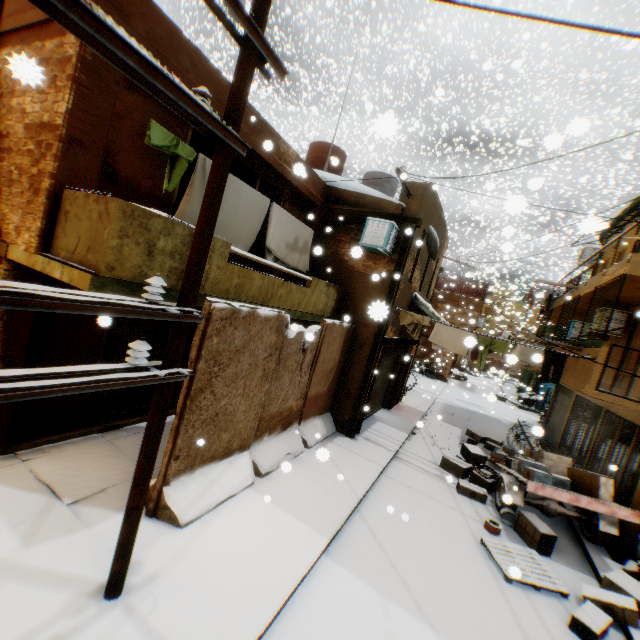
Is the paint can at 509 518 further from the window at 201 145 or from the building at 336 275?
the window at 201 145

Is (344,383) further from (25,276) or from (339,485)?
(25,276)

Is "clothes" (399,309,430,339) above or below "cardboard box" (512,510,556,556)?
above

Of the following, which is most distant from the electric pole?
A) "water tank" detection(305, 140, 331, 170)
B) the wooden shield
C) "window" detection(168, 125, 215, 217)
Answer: the wooden shield

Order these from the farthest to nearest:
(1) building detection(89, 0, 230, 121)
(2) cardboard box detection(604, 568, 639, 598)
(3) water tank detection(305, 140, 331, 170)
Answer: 1. (3) water tank detection(305, 140, 331, 170)
2. (2) cardboard box detection(604, 568, 639, 598)
3. (1) building detection(89, 0, 230, 121)

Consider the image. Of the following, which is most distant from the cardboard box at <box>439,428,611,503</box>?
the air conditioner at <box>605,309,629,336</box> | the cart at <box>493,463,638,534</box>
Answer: the air conditioner at <box>605,309,629,336</box>

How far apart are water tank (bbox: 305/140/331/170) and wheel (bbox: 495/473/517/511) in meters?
11.0

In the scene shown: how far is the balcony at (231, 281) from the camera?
5.20m
